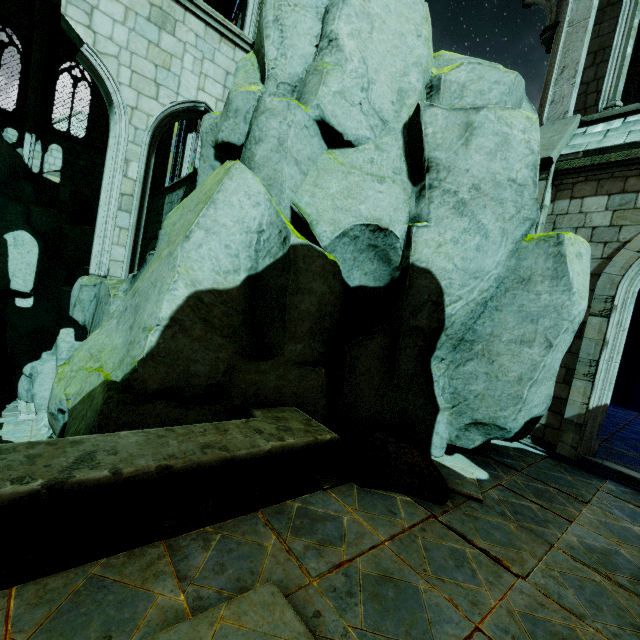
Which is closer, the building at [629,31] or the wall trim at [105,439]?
the wall trim at [105,439]

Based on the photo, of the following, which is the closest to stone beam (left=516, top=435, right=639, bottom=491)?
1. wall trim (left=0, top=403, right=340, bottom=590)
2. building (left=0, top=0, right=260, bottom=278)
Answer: building (left=0, top=0, right=260, bottom=278)

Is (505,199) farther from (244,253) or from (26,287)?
(26,287)

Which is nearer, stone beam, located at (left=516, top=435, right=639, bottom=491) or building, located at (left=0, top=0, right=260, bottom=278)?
stone beam, located at (left=516, top=435, right=639, bottom=491)

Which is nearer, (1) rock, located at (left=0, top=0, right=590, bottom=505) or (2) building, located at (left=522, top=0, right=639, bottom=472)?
(1) rock, located at (left=0, top=0, right=590, bottom=505)

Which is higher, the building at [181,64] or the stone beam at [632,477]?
the building at [181,64]

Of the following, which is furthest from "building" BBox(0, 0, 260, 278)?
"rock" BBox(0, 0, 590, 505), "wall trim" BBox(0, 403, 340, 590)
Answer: "wall trim" BBox(0, 403, 340, 590)

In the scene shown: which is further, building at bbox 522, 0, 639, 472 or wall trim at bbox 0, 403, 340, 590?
building at bbox 522, 0, 639, 472
